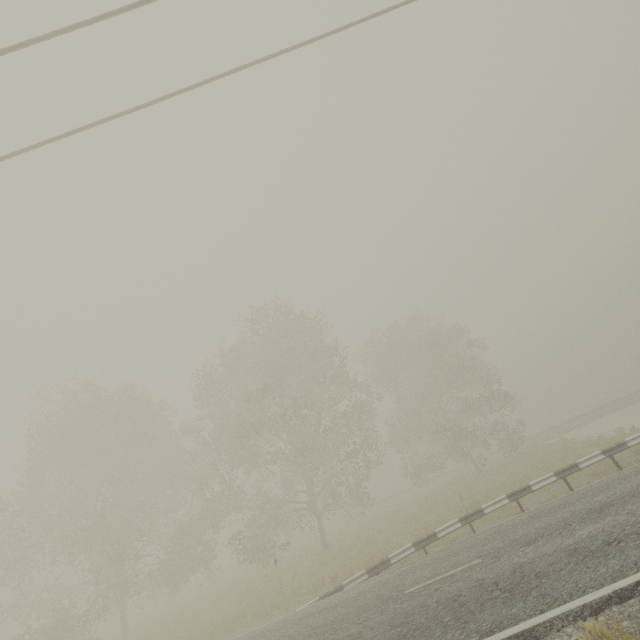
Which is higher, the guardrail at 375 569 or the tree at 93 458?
the tree at 93 458

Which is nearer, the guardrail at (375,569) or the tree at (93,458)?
the guardrail at (375,569)

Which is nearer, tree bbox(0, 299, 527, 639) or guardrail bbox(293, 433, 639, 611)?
guardrail bbox(293, 433, 639, 611)

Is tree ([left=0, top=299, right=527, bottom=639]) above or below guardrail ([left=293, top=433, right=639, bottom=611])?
above

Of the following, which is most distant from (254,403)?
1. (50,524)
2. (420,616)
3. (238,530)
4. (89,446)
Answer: (50,524)
